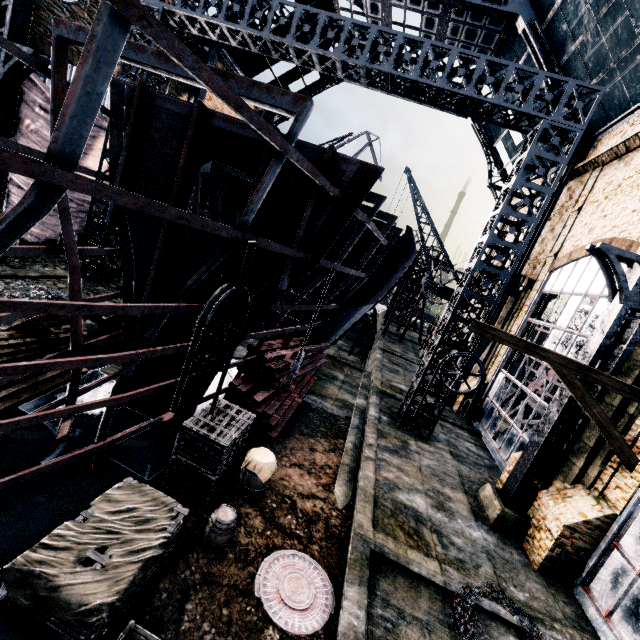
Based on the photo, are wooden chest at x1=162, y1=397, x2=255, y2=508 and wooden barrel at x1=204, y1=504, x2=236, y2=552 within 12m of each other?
yes

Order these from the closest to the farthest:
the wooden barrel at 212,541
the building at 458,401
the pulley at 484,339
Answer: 1. the wooden barrel at 212,541
2. the pulley at 484,339
3. the building at 458,401

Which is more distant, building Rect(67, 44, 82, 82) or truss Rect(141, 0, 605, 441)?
building Rect(67, 44, 82, 82)

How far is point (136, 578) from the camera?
5.00m

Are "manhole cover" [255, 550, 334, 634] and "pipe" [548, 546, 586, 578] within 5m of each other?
no

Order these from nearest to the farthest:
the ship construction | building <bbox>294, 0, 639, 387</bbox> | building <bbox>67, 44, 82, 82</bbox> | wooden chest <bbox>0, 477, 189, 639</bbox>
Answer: the ship construction → wooden chest <bbox>0, 477, 189, 639</bbox> → building <bbox>294, 0, 639, 387</bbox> → building <bbox>67, 44, 82, 82</bbox>

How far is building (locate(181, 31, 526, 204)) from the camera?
23.4 meters

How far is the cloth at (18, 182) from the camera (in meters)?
15.42
